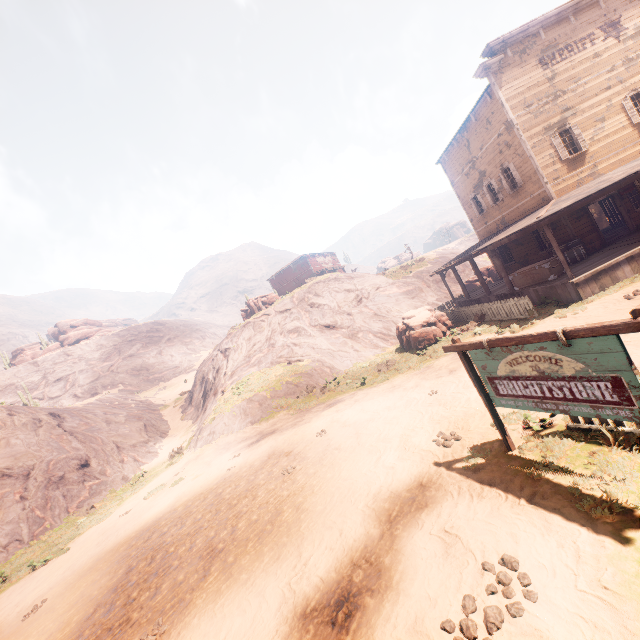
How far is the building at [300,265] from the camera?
47.1m

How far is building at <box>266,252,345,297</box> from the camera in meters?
47.1

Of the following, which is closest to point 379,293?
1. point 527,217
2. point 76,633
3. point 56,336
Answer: point 527,217

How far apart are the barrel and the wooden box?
1.2m

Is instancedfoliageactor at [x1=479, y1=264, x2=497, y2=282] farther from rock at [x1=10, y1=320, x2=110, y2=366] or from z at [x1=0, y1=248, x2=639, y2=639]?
rock at [x1=10, y1=320, x2=110, y2=366]

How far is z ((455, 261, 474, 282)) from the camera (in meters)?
37.11

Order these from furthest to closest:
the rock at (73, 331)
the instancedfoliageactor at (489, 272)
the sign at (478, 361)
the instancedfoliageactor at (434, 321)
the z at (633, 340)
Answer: the rock at (73, 331)
the instancedfoliageactor at (489, 272)
the instancedfoliageactor at (434, 321)
the z at (633, 340)
the sign at (478, 361)

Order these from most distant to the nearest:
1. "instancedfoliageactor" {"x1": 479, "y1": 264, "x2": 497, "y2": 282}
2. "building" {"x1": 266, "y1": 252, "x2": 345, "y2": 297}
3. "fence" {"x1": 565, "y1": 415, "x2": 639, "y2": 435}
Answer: "building" {"x1": 266, "y1": 252, "x2": 345, "y2": 297} < "instancedfoliageactor" {"x1": 479, "y1": 264, "x2": 497, "y2": 282} < "fence" {"x1": 565, "y1": 415, "x2": 639, "y2": 435}
